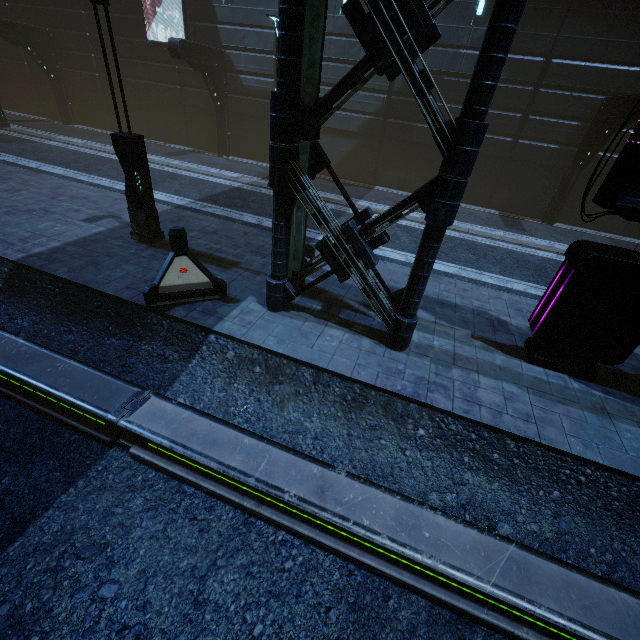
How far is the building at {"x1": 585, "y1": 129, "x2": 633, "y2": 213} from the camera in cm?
1320

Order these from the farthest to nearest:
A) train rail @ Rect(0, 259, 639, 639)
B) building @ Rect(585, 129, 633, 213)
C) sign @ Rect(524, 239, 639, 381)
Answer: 1. building @ Rect(585, 129, 633, 213)
2. sign @ Rect(524, 239, 639, 381)
3. train rail @ Rect(0, 259, 639, 639)

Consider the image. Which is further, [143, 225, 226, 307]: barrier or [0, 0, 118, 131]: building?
[0, 0, 118, 131]: building

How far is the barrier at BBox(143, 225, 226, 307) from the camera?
6.2 meters

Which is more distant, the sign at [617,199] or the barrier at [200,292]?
the barrier at [200,292]

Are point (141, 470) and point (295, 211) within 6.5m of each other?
yes

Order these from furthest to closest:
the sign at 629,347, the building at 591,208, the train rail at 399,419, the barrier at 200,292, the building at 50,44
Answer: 1. the building at 50,44
2. the building at 591,208
3. the barrier at 200,292
4. the sign at 629,347
5. the train rail at 399,419

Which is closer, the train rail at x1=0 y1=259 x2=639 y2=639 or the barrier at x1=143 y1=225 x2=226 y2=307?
the train rail at x1=0 y1=259 x2=639 y2=639
